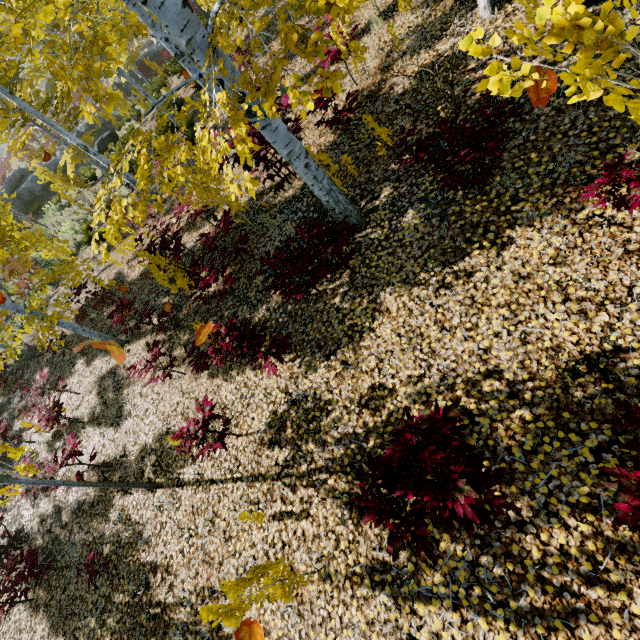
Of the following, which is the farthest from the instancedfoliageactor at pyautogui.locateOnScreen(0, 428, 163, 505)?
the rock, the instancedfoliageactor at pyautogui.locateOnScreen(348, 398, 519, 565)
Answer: the rock

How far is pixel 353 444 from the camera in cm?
393

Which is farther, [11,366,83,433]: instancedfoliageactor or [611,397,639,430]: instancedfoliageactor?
[11,366,83,433]: instancedfoliageactor

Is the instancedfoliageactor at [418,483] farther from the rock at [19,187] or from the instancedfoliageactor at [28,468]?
the rock at [19,187]

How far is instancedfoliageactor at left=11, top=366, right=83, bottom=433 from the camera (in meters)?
7.66

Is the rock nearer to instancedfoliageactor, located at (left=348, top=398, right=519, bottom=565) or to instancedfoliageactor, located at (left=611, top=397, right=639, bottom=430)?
instancedfoliageactor, located at (left=611, top=397, right=639, bottom=430)

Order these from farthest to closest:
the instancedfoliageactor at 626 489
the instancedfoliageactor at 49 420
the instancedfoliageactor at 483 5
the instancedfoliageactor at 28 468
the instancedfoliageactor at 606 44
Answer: the instancedfoliageactor at 49 420
the instancedfoliageactor at 483 5
the instancedfoliageactor at 28 468
the instancedfoliageactor at 626 489
the instancedfoliageactor at 606 44
